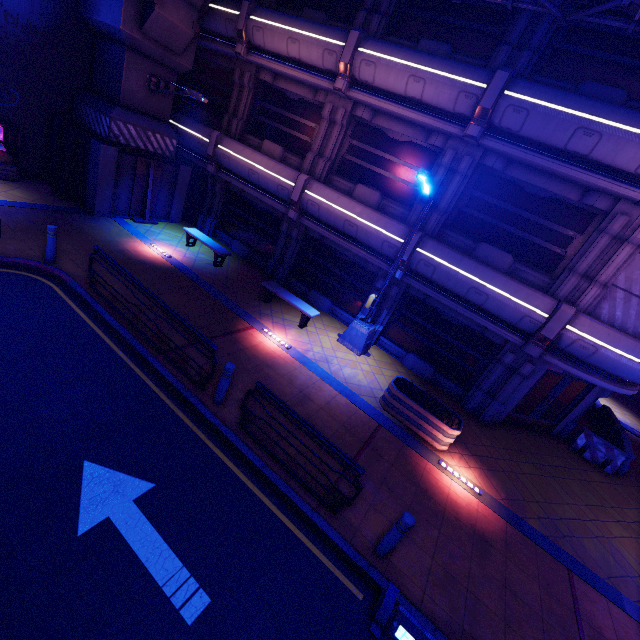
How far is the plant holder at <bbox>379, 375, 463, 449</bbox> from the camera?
8.67m

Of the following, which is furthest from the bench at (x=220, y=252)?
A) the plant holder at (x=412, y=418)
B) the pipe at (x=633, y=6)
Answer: the pipe at (x=633, y=6)

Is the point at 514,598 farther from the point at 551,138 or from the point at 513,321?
the point at 551,138

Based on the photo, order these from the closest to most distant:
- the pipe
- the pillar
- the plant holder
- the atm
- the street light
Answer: the pipe
the plant holder
the street light
the pillar
the atm

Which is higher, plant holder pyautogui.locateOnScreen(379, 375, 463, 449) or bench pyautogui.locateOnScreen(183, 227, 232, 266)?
bench pyautogui.locateOnScreen(183, 227, 232, 266)

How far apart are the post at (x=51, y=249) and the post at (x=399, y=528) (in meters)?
10.87

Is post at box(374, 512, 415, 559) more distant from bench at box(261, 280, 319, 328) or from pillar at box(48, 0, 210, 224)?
pillar at box(48, 0, 210, 224)

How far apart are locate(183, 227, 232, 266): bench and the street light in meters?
5.6
